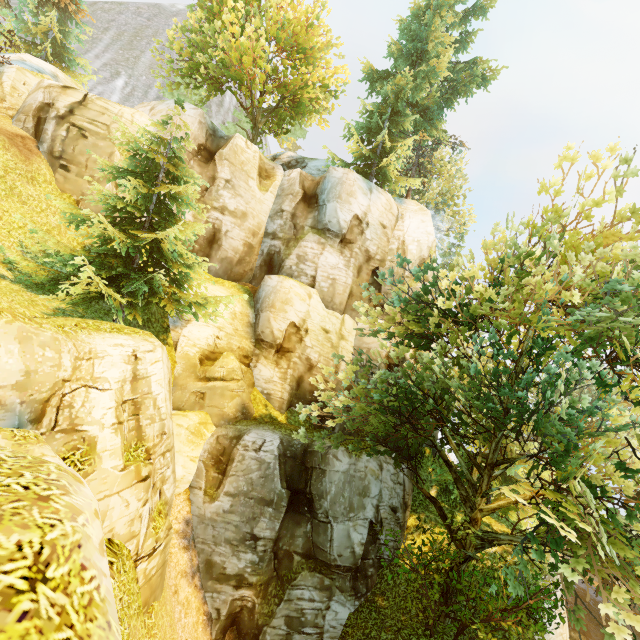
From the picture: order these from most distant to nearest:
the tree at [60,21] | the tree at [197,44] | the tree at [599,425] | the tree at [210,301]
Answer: the tree at [60,21]
the tree at [197,44]
the tree at [210,301]
the tree at [599,425]

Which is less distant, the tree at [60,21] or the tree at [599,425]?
the tree at [599,425]

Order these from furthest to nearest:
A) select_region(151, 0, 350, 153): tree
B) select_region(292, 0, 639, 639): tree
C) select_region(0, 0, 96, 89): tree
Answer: select_region(0, 0, 96, 89): tree → select_region(151, 0, 350, 153): tree → select_region(292, 0, 639, 639): tree

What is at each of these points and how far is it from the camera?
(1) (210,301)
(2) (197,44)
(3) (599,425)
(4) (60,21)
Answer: (1) tree, 14.4 meters
(2) tree, 19.9 meters
(3) tree, 10.1 meters
(4) tree, 28.6 meters

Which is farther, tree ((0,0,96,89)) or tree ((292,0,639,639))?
tree ((0,0,96,89))
